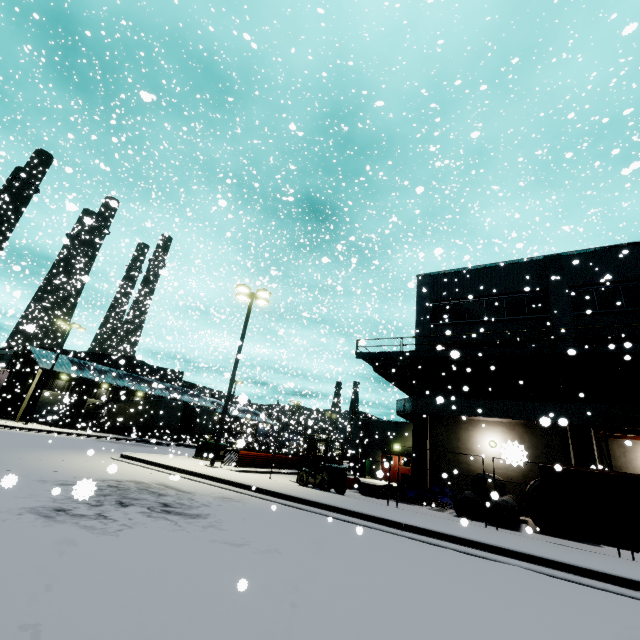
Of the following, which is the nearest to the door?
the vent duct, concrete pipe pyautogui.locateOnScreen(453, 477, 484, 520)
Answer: the vent duct

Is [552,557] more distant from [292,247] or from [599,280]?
[292,247]

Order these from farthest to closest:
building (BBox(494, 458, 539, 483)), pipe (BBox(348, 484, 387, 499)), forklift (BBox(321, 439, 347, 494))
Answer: building (BBox(494, 458, 539, 483)) → pipe (BBox(348, 484, 387, 499)) → forklift (BBox(321, 439, 347, 494))

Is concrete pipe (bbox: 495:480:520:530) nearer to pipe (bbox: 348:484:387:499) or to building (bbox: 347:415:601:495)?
building (bbox: 347:415:601:495)

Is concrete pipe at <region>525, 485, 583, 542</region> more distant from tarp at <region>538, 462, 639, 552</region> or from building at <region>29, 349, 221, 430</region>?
tarp at <region>538, 462, 639, 552</region>

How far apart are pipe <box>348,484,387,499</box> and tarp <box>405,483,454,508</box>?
0.1m

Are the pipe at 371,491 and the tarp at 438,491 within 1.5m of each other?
yes

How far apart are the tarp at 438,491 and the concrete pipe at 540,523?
2.65m
